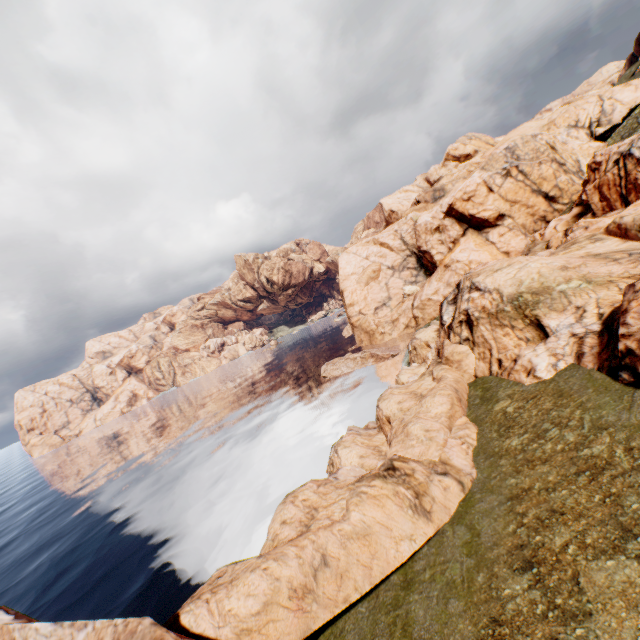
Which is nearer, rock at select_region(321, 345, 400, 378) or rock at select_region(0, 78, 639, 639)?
rock at select_region(0, 78, 639, 639)

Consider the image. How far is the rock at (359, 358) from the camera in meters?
47.7

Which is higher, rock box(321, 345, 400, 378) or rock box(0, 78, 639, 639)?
rock box(0, 78, 639, 639)

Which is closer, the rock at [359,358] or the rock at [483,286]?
the rock at [483,286]

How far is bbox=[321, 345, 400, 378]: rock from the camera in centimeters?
4769cm

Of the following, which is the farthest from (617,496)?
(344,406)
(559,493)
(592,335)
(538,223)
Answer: (538,223)
